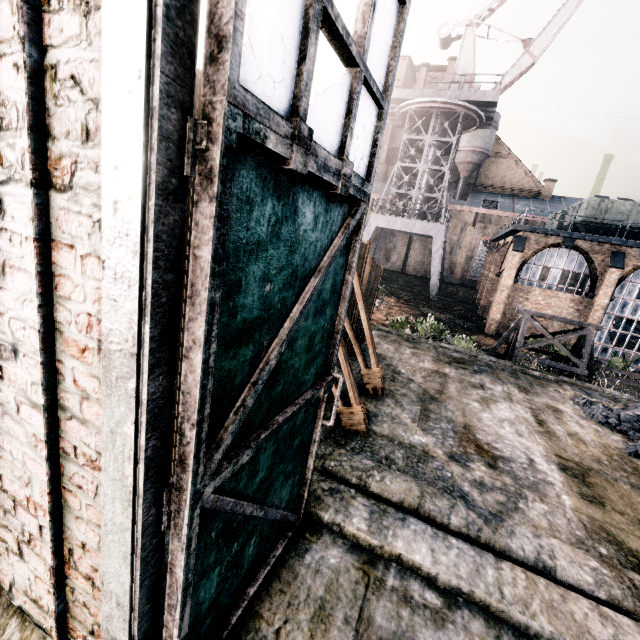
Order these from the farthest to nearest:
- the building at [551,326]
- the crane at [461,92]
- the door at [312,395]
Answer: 1. the crane at [461,92]
2. the building at [551,326]
3. the door at [312,395]

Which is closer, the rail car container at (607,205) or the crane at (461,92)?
the rail car container at (607,205)

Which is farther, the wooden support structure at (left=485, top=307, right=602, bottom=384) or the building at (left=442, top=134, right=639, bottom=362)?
the building at (left=442, top=134, right=639, bottom=362)

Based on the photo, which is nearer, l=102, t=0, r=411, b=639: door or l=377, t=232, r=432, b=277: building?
l=102, t=0, r=411, b=639: door

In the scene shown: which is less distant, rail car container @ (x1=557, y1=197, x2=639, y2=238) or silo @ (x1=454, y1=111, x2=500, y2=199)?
rail car container @ (x1=557, y1=197, x2=639, y2=238)

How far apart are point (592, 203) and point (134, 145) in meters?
30.9 m

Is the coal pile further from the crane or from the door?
the crane

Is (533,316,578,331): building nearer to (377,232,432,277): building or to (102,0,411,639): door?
(377,232,432,277): building
